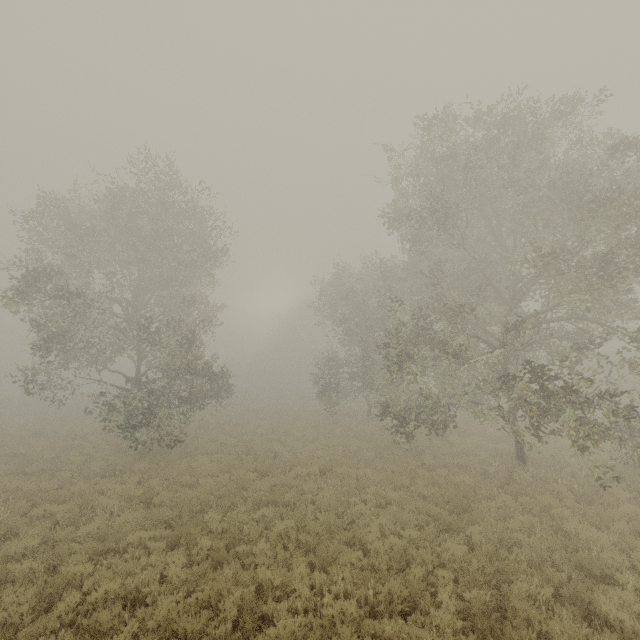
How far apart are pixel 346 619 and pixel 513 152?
15.6 meters
